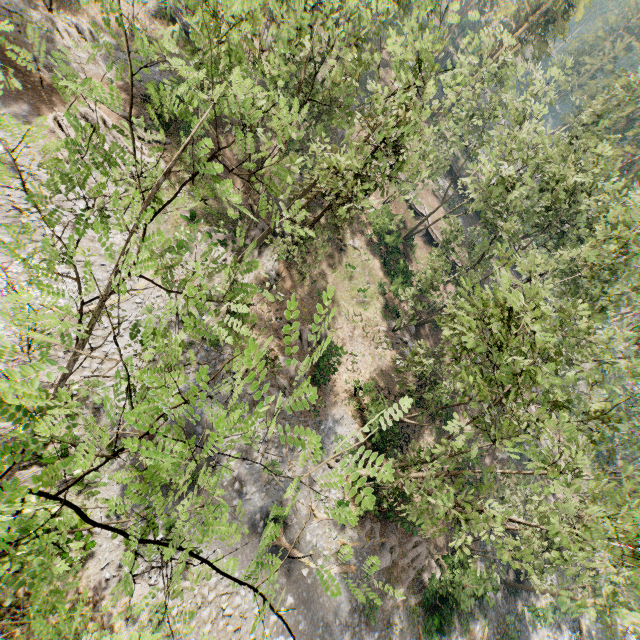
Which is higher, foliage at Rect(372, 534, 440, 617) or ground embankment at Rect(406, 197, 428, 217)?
ground embankment at Rect(406, 197, 428, 217)

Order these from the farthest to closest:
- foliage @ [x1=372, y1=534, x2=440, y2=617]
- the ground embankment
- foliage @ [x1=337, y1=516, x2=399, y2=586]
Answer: the ground embankment
foliage @ [x1=372, y1=534, x2=440, y2=617]
foliage @ [x1=337, y1=516, x2=399, y2=586]

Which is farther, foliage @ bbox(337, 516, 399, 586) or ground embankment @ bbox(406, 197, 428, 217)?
ground embankment @ bbox(406, 197, 428, 217)

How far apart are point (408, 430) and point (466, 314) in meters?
16.6

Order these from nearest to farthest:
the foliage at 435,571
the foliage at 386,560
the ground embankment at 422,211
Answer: the foliage at 386,560
the foliage at 435,571
the ground embankment at 422,211

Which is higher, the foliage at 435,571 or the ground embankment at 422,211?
the ground embankment at 422,211

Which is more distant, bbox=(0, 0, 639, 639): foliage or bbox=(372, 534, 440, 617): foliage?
bbox=(372, 534, 440, 617): foliage
